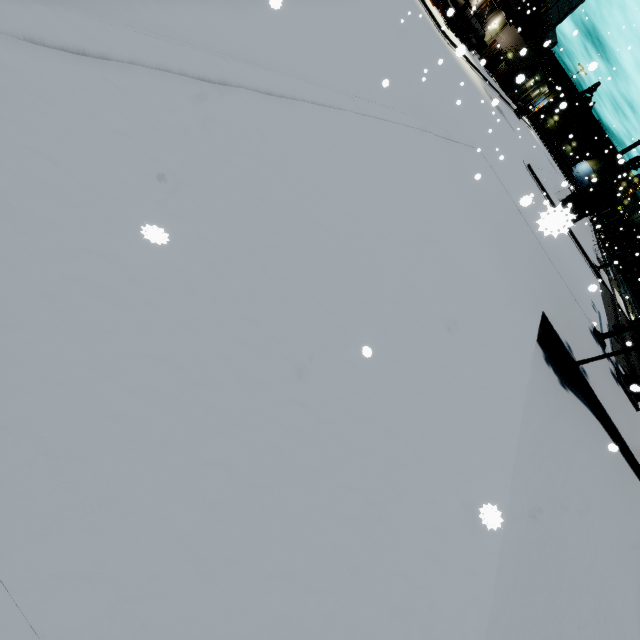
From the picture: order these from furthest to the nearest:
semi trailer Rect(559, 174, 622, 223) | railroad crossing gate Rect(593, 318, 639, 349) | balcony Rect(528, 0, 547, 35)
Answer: balcony Rect(528, 0, 547, 35), semi trailer Rect(559, 174, 622, 223), railroad crossing gate Rect(593, 318, 639, 349)

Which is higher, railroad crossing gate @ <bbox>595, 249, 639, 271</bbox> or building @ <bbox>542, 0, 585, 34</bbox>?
building @ <bbox>542, 0, 585, 34</bbox>

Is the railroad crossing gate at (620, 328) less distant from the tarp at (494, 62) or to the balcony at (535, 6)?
the balcony at (535, 6)

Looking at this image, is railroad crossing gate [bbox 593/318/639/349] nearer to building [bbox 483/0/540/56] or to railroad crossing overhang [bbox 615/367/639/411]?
railroad crossing overhang [bbox 615/367/639/411]

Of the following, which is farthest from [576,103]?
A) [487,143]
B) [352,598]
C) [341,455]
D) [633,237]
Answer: [352,598]

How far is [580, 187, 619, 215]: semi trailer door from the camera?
29.6m

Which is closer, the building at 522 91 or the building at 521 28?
the building at 521 28

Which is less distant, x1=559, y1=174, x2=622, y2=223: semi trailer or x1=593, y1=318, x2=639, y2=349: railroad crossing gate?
x1=593, y1=318, x2=639, y2=349: railroad crossing gate
